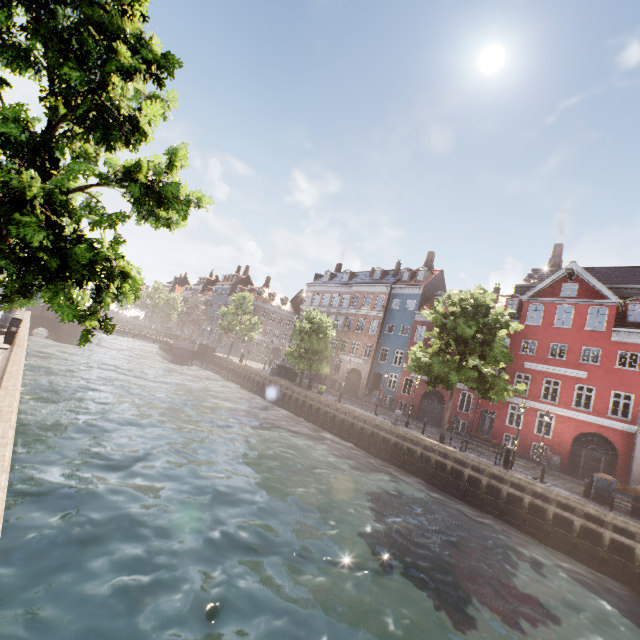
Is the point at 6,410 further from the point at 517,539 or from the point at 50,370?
the point at 517,539

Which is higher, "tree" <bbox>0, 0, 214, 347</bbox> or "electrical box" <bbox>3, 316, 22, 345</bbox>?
"tree" <bbox>0, 0, 214, 347</bbox>

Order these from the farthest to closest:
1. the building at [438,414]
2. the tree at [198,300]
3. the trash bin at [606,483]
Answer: the tree at [198,300], the building at [438,414], the trash bin at [606,483]

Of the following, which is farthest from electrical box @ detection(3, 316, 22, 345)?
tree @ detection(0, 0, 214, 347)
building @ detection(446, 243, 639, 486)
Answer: building @ detection(446, 243, 639, 486)

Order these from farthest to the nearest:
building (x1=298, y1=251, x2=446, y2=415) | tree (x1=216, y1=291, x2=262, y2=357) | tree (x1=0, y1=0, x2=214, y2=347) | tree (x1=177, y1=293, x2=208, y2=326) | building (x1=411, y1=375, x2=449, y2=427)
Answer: tree (x1=177, y1=293, x2=208, y2=326) < tree (x1=216, y1=291, x2=262, y2=357) < building (x1=298, y1=251, x2=446, y2=415) < building (x1=411, y1=375, x2=449, y2=427) < tree (x1=0, y1=0, x2=214, y2=347)

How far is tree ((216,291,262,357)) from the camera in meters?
42.6

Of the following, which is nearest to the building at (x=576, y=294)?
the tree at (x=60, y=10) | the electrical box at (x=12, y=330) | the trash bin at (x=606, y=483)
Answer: the tree at (x=60, y=10)
